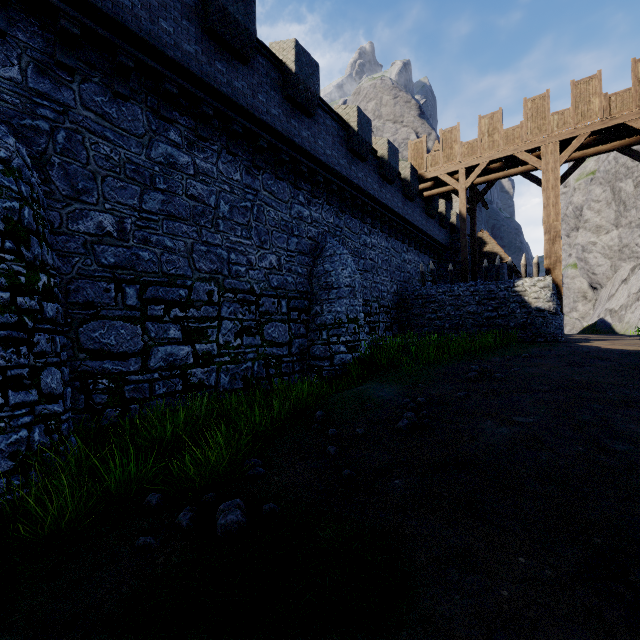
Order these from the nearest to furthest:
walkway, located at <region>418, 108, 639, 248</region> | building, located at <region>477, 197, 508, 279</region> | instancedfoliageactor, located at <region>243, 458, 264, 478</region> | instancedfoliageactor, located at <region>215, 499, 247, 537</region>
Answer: instancedfoliageactor, located at <region>215, 499, 247, 537</region>
instancedfoliageactor, located at <region>243, 458, 264, 478</region>
walkway, located at <region>418, 108, 639, 248</region>
building, located at <region>477, 197, 508, 279</region>

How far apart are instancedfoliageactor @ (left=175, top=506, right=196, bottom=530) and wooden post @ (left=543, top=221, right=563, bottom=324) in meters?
17.3

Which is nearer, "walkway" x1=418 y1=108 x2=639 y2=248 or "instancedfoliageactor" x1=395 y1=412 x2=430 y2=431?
"instancedfoliageactor" x1=395 y1=412 x2=430 y2=431

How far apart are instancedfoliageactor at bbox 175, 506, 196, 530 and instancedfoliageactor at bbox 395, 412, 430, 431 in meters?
3.9

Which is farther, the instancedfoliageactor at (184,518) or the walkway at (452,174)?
the walkway at (452,174)

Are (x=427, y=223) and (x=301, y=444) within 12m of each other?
no

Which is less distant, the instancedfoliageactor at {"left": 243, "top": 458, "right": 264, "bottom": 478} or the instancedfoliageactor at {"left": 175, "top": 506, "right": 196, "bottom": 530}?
the instancedfoliageactor at {"left": 175, "top": 506, "right": 196, "bottom": 530}

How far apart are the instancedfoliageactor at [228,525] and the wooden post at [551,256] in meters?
16.8
